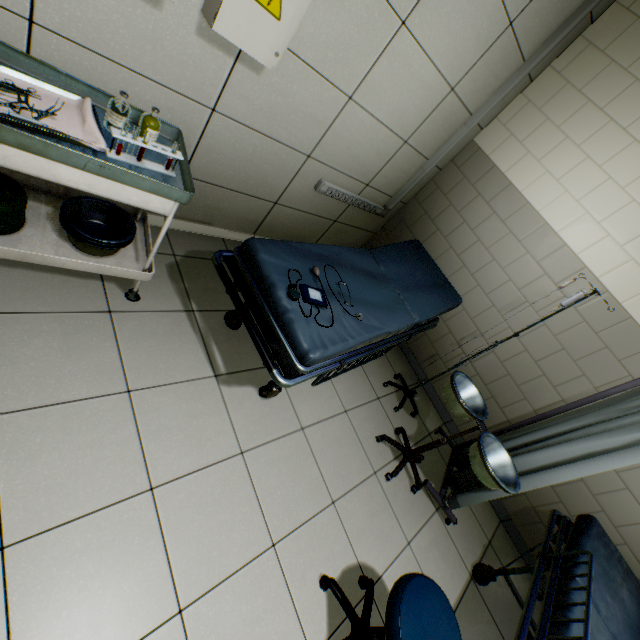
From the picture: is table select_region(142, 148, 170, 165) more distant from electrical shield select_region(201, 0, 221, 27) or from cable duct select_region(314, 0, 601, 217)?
cable duct select_region(314, 0, 601, 217)

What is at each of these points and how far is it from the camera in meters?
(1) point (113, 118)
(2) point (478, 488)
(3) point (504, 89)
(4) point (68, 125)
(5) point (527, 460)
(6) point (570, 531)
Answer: (1) bottle, 1.4 m
(2) medical screen, 2.4 m
(3) cable duct, 2.7 m
(4) tray, 1.3 m
(5) medical screen, 2.3 m
(6) emergency stretcher, 2.3 m

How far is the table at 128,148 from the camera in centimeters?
142cm

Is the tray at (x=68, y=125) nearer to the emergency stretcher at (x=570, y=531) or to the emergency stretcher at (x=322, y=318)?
the emergency stretcher at (x=322, y=318)

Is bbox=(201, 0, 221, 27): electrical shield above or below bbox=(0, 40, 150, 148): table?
above

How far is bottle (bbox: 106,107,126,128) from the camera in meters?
1.4

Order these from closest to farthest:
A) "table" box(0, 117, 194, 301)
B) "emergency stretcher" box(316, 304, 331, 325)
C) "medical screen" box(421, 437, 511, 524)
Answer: "table" box(0, 117, 194, 301), "emergency stretcher" box(316, 304, 331, 325), "medical screen" box(421, 437, 511, 524)

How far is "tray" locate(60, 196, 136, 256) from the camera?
1.6 meters
